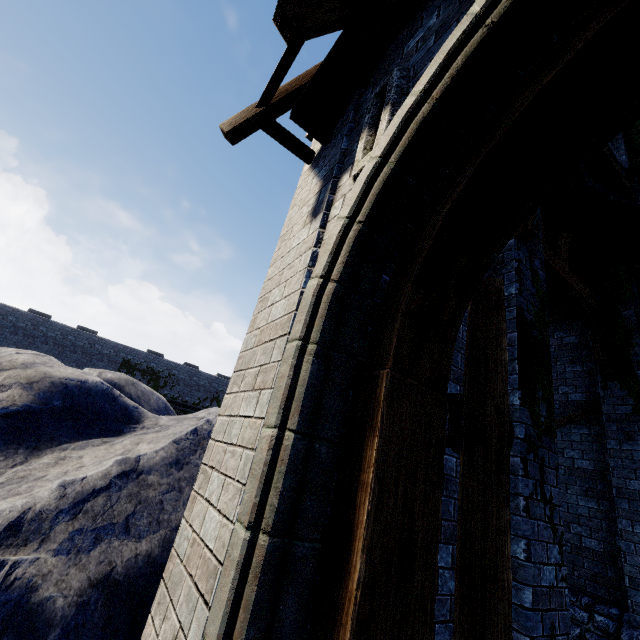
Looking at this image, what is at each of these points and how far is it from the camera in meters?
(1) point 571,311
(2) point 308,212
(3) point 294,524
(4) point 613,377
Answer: (1) wooden beam, 8.6
(2) building, 2.9
(3) double door, 1.2
(4) building, 7.3

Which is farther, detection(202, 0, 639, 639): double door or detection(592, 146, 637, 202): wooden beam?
detection(592, 146, 637, 202): wooden beam

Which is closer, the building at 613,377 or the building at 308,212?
the building at 308,212

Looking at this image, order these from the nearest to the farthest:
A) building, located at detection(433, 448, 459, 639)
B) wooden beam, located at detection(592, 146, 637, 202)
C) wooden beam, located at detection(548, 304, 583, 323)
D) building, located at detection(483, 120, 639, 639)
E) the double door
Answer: the double door
building, located at detection(433, 448, 459, 639)
building, located at detection(483, 120, 639, 639)
wooden beam, located at detection(592, 146, 637, 202)
wooden beam, located at detection(548, 304, 583, 323)

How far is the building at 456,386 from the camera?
3.47m

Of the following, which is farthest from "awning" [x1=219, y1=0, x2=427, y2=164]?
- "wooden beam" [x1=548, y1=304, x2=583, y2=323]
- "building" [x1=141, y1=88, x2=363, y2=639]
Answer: "wooden beam" [x1=548, y1=304, x2=583, y2=323]

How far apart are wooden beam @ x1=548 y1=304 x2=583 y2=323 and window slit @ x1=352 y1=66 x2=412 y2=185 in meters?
8.6

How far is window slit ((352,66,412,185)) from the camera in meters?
2.2 m
